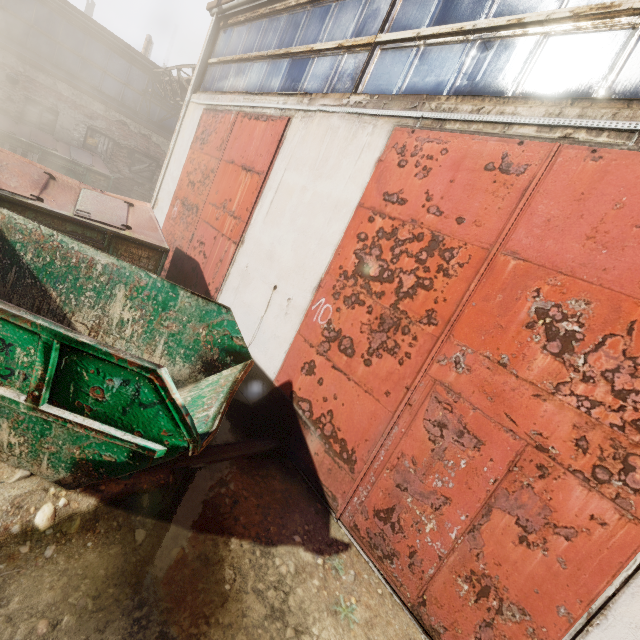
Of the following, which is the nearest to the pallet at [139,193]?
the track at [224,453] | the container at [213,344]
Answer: the container at [213,344]

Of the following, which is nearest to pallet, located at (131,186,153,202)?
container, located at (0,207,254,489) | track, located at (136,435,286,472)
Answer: container, located at (0,207,254,489)

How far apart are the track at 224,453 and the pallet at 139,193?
13.9m

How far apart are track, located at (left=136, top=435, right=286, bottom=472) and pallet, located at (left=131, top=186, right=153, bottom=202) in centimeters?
1394cm

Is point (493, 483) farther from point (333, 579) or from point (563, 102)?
point (563, 102)

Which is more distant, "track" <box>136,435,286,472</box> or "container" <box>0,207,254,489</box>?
"track" <box>136,435,286,472</box>

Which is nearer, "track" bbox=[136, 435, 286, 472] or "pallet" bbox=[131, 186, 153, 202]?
"track" bbox=[136, 435, 286, 472]

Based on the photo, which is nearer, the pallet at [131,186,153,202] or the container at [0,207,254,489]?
the container at [0,207,254,489]
